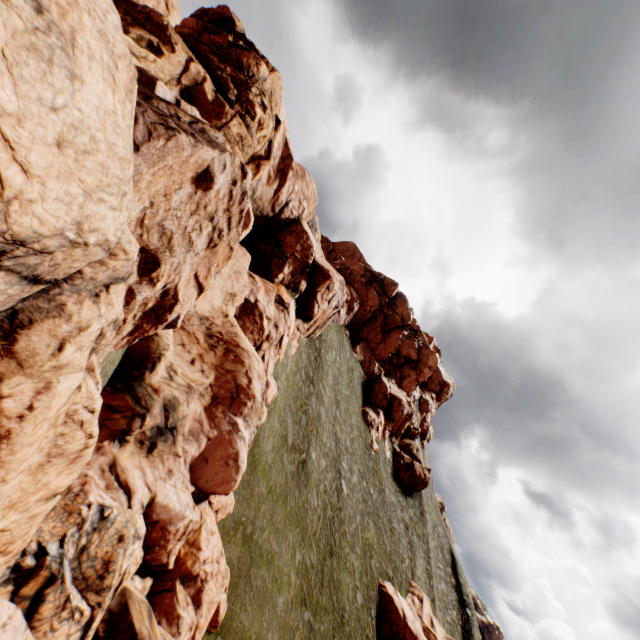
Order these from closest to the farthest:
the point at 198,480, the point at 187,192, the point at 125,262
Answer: the point at 125,262
the point at 187,192
the point at 198,480

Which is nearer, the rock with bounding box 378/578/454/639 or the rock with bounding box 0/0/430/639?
the rock with bounding box 0/0/430/639

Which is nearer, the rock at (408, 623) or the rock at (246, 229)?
the rock at (246, 229)
